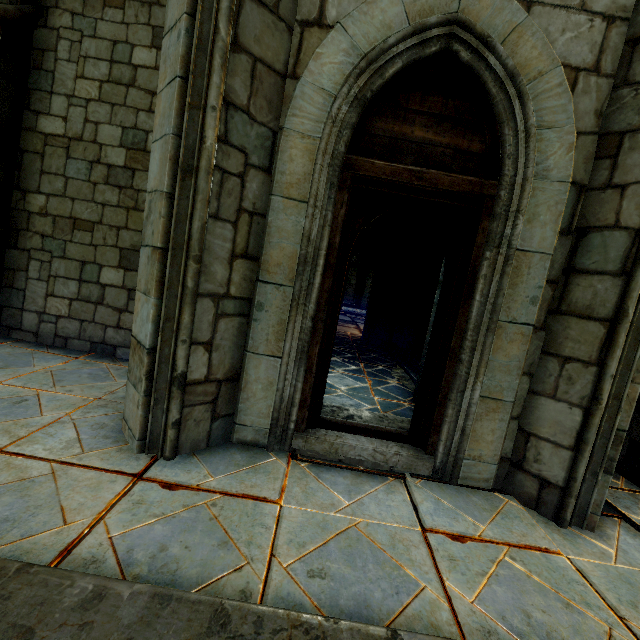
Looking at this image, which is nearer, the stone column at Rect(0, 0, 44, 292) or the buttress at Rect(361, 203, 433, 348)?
the stone column at Rect(0, 0, 44, 292)

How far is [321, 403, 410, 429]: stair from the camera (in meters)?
3.77

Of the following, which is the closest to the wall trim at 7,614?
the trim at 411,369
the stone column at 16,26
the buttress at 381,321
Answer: the stone column at 16,26

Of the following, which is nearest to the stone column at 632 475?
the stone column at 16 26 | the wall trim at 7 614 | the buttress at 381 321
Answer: the wall trim at 7 614

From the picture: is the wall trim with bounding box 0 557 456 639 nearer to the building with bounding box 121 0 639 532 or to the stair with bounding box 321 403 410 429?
the building with bounding box 121 0 639 532

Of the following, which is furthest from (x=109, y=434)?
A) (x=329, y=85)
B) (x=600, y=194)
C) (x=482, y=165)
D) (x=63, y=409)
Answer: (x=600, y=194)

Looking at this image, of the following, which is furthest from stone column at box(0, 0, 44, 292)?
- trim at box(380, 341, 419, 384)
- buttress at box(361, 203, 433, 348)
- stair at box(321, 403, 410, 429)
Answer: trim at box(380, 341, 419, 384)

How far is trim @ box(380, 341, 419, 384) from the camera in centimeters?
674cm
